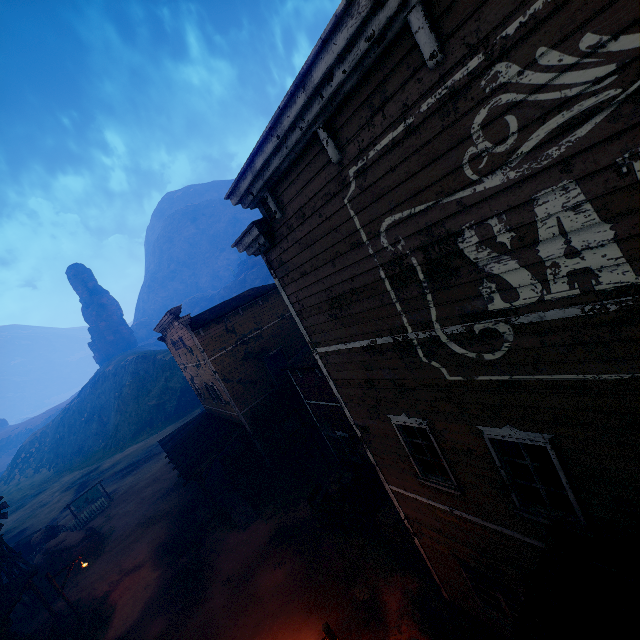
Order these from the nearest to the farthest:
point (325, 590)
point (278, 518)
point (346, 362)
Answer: point (346, 362) < point (325, 590) < point (278, 518)

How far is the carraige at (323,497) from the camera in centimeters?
1323cm

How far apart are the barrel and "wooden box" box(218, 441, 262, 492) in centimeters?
749cm

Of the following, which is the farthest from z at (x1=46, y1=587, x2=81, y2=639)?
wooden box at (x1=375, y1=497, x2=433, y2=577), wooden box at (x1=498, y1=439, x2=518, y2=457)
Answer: wooden box at (x1=498, y1=439, x2=518, y2=457)

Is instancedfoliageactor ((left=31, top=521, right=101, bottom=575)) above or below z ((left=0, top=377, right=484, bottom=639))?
above

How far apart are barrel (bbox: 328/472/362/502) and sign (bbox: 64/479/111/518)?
30.47m

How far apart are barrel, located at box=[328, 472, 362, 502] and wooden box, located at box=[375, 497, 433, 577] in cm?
212

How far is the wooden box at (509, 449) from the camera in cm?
630
